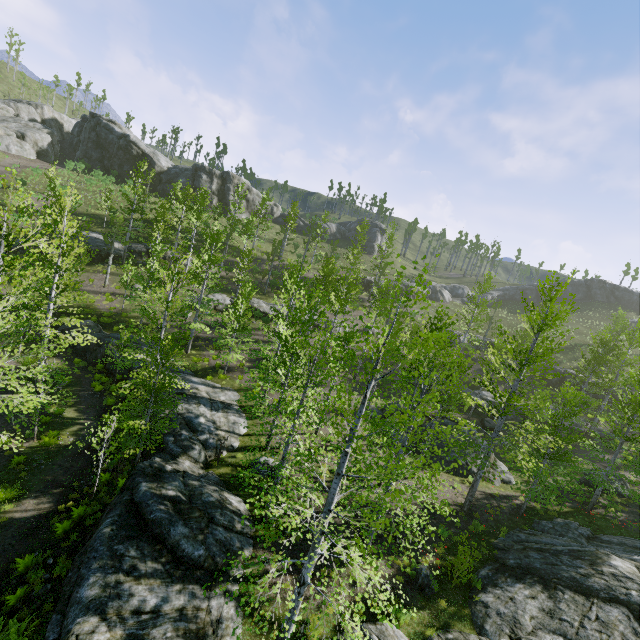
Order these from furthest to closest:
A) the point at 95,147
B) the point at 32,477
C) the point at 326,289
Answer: the point at 95,147 → the point at 326,289 → the point at 32,477

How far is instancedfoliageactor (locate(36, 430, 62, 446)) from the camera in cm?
1559

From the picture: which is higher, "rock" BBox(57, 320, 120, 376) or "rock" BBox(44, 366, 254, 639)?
"rock" BBox(44, 366, 254, 639)

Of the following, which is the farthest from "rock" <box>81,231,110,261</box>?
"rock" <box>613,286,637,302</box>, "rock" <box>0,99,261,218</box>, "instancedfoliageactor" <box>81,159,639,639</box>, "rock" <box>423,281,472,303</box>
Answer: "rock" <box>613,286,637,302</box>

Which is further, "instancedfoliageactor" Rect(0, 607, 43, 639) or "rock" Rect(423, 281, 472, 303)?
"rock" Rect(423, 281, 472, 303)

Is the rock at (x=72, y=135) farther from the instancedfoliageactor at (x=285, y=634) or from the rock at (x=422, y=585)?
the rock at (x=422, y=585)

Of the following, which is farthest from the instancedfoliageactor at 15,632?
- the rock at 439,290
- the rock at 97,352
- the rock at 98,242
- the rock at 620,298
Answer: the rock at 620,298
